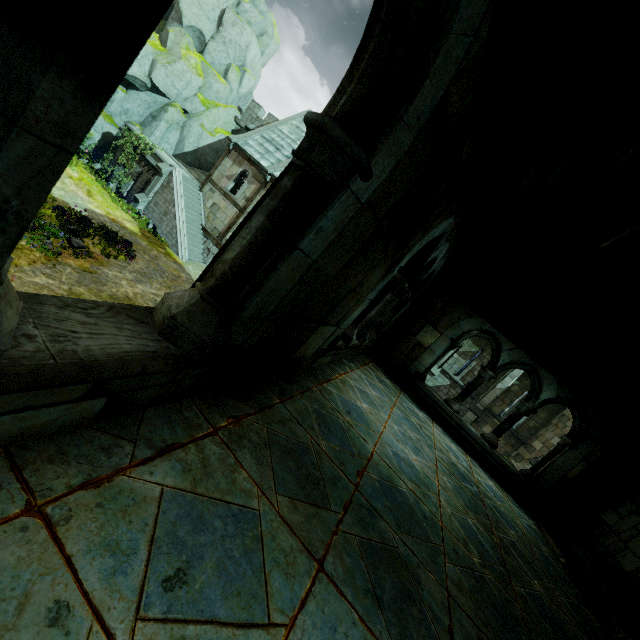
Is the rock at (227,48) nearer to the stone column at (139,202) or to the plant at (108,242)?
the stone column at (139,202)

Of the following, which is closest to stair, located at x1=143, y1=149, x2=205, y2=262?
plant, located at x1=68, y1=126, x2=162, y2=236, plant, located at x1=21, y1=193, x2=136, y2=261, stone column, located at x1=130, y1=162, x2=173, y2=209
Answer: stone column, located at x1=130, y1=162, x2=173, y2=209

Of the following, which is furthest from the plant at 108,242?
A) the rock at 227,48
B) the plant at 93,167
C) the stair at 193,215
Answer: the rock at 227,48

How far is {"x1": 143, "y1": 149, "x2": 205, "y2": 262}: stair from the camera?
20.0 meters

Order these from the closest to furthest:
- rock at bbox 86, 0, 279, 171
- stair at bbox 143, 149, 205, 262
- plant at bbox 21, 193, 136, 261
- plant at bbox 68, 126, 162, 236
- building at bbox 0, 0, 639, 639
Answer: building at bbox 0, 0, 639, 639 < plant at bbox 21, 193, 136, 261 < plant at bbox 68, 126, 162, 236 < stair at bbox 143, 149, 205, 262 < rock at bbox 86, 0, 279, 171

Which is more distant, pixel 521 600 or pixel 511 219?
pixel 511 219

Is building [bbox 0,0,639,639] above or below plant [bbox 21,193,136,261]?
above

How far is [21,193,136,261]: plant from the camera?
11.1m
